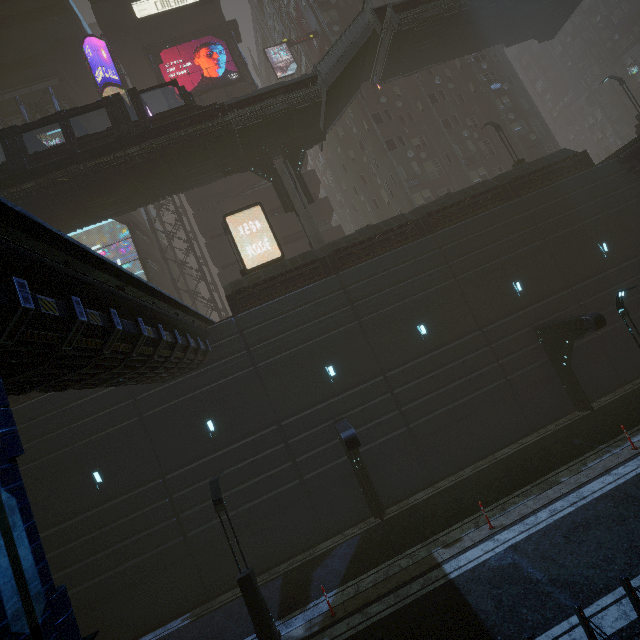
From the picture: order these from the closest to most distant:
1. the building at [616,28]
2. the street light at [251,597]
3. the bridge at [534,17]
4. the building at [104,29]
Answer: the street light at [251,597] < the bridge at [534,17] < the building at [104,29] < the building at [616,28]

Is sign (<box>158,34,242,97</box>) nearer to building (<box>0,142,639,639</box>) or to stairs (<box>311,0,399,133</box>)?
building (<box>0,142,639,639</box>)

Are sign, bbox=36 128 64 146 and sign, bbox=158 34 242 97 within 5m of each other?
no

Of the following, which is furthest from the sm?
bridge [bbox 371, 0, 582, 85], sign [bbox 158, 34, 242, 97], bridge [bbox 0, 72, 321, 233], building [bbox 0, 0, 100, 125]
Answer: sign [bbox 158, 34, 242, 97]

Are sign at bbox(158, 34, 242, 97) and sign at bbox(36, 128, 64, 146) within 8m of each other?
no

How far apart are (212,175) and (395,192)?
16.9 meters

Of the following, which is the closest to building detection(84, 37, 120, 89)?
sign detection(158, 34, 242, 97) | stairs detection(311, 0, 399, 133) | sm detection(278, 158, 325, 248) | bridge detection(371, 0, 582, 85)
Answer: sm detection(278, 158, 325, 248)

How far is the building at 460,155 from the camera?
18.6m
